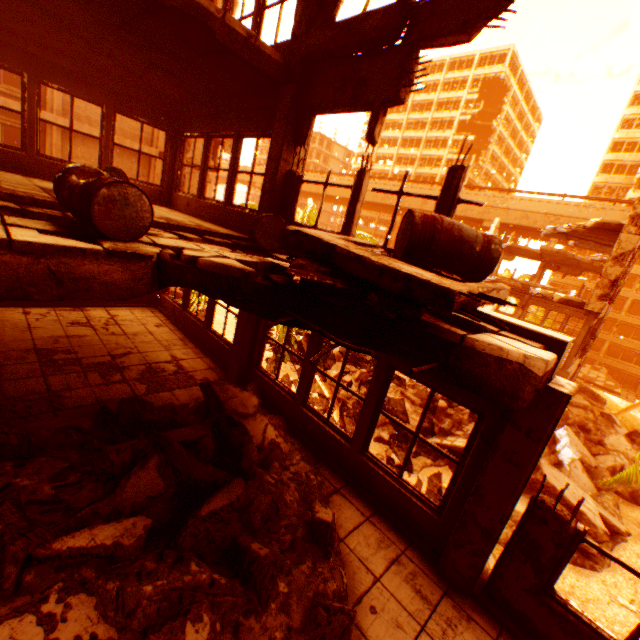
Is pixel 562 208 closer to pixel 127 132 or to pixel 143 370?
pixel 127 132

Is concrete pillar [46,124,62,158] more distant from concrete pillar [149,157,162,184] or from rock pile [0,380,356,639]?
rock pile [0,380,356,639]

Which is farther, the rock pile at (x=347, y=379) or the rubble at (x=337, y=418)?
the rock pile at (x=347, y=379)

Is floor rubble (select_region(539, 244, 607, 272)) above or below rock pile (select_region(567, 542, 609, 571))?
above

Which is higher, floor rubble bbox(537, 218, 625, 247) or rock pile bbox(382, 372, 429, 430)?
floor rubble bbox(537, 218, 625, 247)

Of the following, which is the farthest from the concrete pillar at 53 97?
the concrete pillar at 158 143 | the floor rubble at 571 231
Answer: the floor rubble at 571 231

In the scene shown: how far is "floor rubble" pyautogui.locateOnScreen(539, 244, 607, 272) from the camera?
21.9 meters

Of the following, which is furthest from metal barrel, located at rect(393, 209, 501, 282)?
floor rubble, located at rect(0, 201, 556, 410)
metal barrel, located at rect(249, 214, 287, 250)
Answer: metal barrel, located at rect(249, 214, 287, 250)
